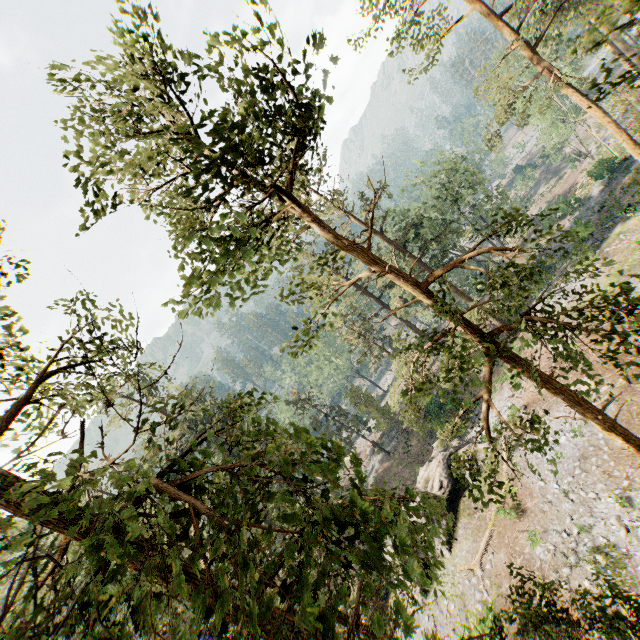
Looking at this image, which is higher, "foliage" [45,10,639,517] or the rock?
"foliage" [45,10,639,517]

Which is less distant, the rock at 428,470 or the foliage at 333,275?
the foliage at 333,275

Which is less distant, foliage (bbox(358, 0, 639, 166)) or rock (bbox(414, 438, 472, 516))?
foliage (bbox(358, 0, 639, 166))

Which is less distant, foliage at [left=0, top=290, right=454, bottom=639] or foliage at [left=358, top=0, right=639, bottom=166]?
foliage at [left=0, top=290, right=454, bottom=639]

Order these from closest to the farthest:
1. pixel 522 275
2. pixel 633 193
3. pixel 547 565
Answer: pixel 522 275 < pixel 547 565 < pixel 633 193

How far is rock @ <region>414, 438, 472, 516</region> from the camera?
24.1 meters

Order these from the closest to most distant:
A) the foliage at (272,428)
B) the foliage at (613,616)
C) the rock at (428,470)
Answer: the foliage at (272,428)
the foliage at (613,616)
the rock at (428,470)

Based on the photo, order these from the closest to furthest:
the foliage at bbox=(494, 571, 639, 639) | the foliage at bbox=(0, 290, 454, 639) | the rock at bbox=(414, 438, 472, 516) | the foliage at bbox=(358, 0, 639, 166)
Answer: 1. the foliage at bbox=(0, 290, 454, 639)
2. the foliage at bbox=(358, 0, 639, 166)
3. the foliage at bbox=(494, 571, 639, 639)
4. the rock at bbox=(414, 438, 472, 516)
